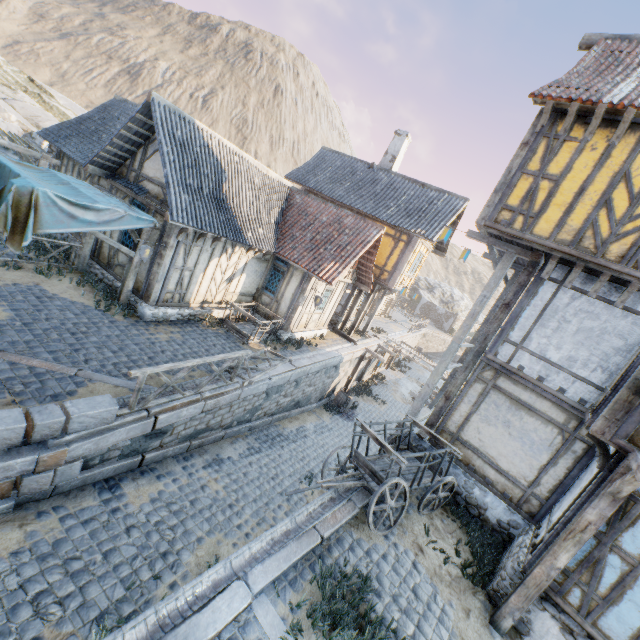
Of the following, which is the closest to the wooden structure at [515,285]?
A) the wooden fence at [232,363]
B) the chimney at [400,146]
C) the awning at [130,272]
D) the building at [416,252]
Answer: the wooden fence at [232,363]

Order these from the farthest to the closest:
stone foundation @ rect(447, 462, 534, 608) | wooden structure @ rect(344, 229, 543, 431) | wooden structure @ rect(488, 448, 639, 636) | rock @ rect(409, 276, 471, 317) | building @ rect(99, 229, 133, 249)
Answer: rock @ rect(409, 276, 471, 317) < building @ rect(99, 229, 133, 249) < wooden structure @ rect(344, 229, 543, 431) < stone foundation @ rect(447, 462, 534, 608) < wooden structure @ rect(488, 448, 639, 636)

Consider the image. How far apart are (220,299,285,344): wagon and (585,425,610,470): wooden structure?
9.5 meters

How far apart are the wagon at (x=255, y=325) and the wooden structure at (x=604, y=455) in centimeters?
952cm

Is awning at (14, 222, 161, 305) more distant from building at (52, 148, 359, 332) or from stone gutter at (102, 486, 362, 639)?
stone gutter at (102, 486, 362, 639)

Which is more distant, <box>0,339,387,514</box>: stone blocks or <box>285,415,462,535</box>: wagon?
<box>285,415,462,535</box>: wagon

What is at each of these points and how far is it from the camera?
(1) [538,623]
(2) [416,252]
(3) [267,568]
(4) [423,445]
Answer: (1) stone foundation, 5.9m
(2) building, 17.8m
(3) stone blocks, 4.9m
(4) stone foundation, 9.3m

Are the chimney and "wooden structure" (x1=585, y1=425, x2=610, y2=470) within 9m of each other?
no
